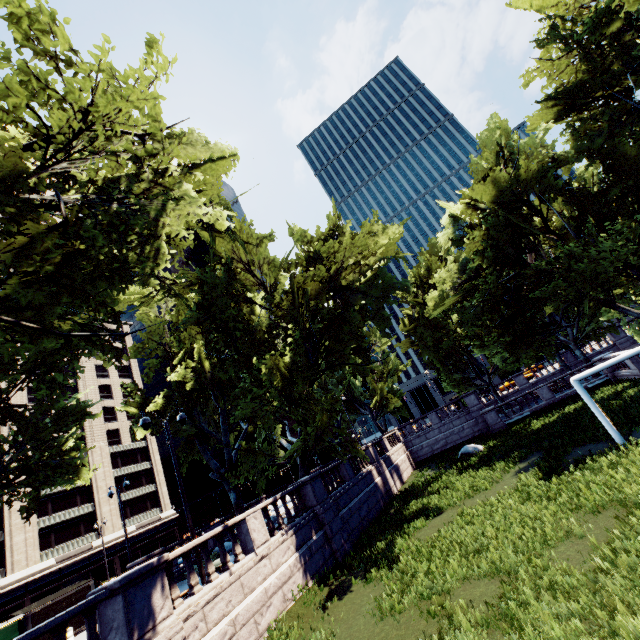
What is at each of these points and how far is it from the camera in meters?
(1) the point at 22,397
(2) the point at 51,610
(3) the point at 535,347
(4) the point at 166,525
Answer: (1) building, 46.1
(2) bus stop, 17.3
(3) tree, 20.9
(4) building, 52.6

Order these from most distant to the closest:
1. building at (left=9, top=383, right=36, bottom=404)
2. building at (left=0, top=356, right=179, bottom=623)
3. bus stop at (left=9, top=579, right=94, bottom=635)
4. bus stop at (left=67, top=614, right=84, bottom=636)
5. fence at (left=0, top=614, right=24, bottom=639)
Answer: building at (left=9, top=383, right=36, bottom=404), building at (left=0, top=356, right=179, bottom=623), fence at (left=0, top=614, right=24, bottom=639), bus stop at (left=67, top=614, right=84, bottom=636), bus stop at (left=9, top=579, right=94, bottom=635)

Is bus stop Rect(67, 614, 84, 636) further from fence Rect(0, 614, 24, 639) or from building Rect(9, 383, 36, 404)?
building Rect(9, 383, 36, 404)

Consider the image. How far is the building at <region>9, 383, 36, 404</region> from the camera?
45.22m

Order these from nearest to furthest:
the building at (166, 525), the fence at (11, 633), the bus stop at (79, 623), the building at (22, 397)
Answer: the bus stop at (79, 623) → the fence at (11, 633) → the building at (166, 525) → the building at (22, 397)

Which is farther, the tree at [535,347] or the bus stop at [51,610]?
the bus stop at [51,610]

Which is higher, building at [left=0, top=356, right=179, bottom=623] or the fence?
building at [left=0, top=356, right=179, bottom=623]

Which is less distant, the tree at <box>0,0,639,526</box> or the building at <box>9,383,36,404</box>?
the tree at <box>0,0,639,526</box>
